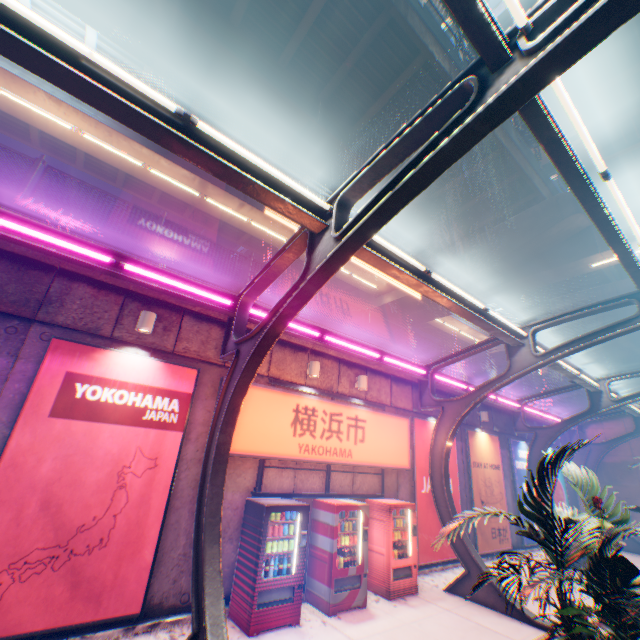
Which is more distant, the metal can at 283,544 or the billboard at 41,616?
the metal can at 283,544

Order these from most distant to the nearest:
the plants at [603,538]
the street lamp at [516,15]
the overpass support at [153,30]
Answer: A: the overpass support at [153,30], the plants at [603,538], the street lamp at [516,15]

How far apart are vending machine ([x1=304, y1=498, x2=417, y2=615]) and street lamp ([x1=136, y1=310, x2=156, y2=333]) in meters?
5.5 m

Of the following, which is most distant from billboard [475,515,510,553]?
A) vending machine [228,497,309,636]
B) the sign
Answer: vending machine [228,497,309,636]

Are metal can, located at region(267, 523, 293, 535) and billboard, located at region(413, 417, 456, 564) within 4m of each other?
no

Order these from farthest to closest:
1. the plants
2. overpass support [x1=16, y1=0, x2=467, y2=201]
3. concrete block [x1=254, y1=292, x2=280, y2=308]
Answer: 1. overpass support [x1=16, y1=0, x2=467, y2=201]
2. concrete block [x1=254, y1=292, x2=280, y2=308]
3. the plants

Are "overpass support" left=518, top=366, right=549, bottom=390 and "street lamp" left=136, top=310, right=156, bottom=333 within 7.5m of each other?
no

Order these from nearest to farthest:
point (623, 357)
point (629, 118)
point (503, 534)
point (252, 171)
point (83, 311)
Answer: point (252, 171) < point (83, 311) < point (629, 118) < point (503, 534) < point (623, 357)
